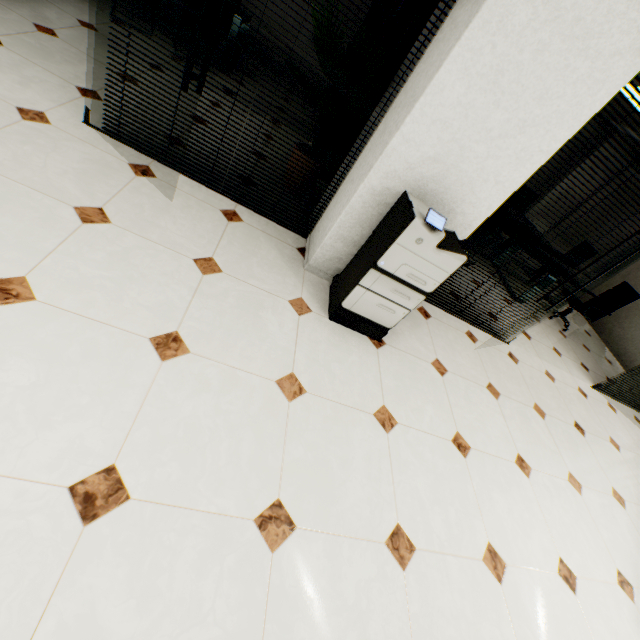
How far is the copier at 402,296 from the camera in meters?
2.1 m

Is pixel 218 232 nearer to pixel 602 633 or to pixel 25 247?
pixel 25 247

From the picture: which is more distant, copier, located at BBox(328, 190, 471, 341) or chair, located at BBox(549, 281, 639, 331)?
chair, located at BBox(549, 281, 639, 331)

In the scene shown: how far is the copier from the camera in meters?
2.1 m

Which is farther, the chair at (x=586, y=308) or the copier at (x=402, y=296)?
the chair at (x=586, y=308)
